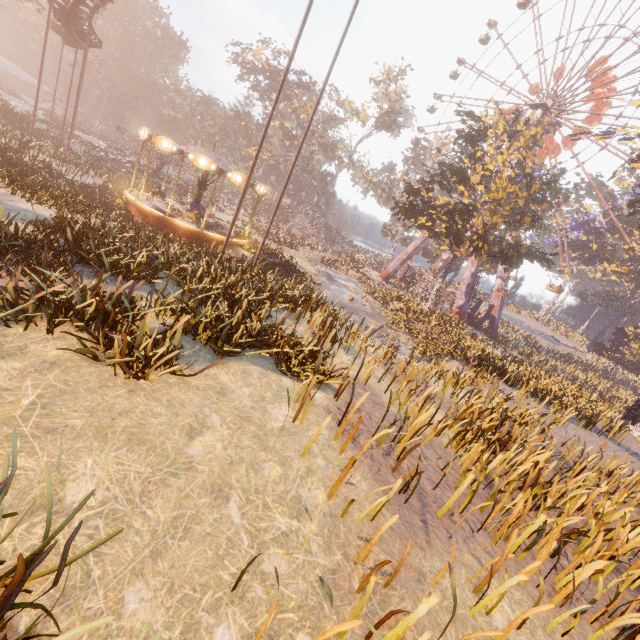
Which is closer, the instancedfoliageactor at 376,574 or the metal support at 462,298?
the instancedfoliageactor at 376,574

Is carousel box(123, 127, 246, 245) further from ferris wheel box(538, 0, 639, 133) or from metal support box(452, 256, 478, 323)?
ferris wheel box(538, 0, 639, 133)

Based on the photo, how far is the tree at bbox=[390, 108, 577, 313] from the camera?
24.5 meters

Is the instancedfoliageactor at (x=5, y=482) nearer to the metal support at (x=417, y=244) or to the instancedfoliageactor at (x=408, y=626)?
the instancedfoliageactor at (x=408, y=626)

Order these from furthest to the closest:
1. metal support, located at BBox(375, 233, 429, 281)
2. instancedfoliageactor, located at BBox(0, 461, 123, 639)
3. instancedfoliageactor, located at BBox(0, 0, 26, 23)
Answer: instancedfoliageactor, located at BBox(0, 0, 26, 23)
metal support, located at BBox(375, 233, 429, 281)
instancedfoliageactor, located at BBox(0, 461, 123, 639)

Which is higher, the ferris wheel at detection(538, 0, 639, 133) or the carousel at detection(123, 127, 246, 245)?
the ferris wheel at detection(538, 0, 639, 133)

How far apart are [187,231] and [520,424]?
18.30m

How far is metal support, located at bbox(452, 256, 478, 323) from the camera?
38.8m
